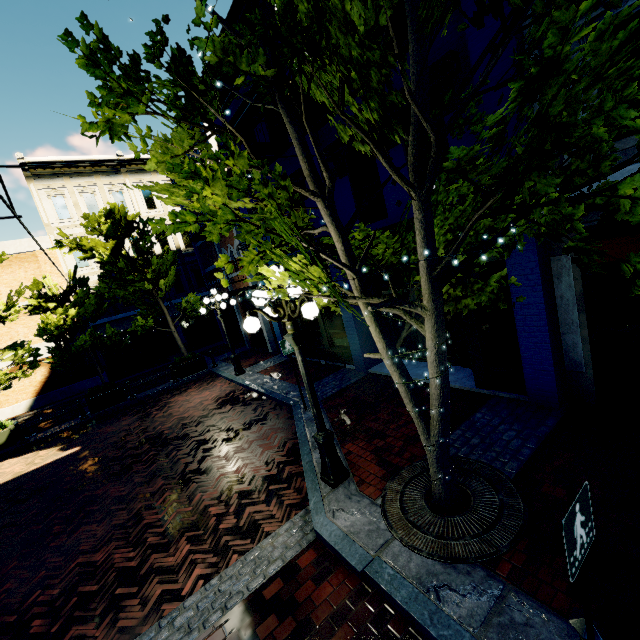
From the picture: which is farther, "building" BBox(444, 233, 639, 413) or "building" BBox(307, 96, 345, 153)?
"building" BBox(307, 96, 345, 153)

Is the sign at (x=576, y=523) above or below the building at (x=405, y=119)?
below

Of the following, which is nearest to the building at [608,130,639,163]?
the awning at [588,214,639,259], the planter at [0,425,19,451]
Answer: the awning at [588,214,639,259]

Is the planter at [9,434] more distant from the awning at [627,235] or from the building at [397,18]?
the awning at [627,235]

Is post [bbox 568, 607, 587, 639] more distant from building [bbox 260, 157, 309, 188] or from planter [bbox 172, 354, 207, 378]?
planter [bbox 172, 354, 207, 378]

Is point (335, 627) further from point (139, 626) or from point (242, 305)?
point (242, 305)

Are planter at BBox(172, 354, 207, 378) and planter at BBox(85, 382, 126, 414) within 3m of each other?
yes

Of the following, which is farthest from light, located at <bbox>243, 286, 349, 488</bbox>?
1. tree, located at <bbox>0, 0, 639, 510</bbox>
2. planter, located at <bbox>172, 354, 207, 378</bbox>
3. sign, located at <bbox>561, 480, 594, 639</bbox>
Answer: planter, located at <bbox>172, 354, 207, 378</bbox>
